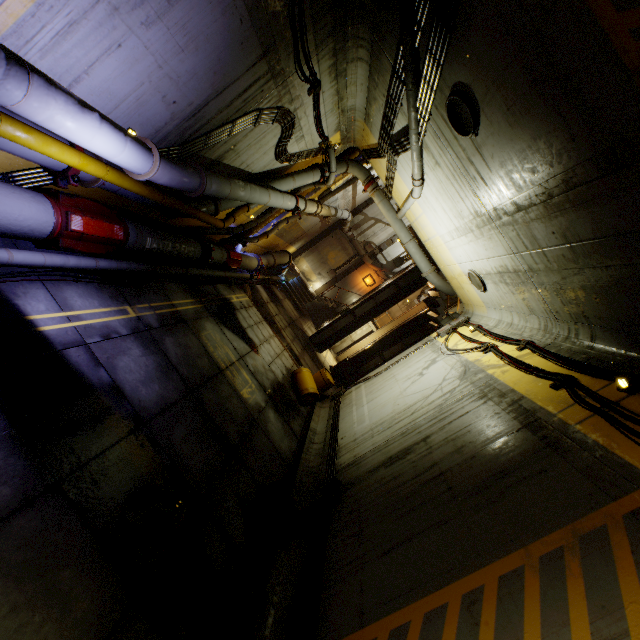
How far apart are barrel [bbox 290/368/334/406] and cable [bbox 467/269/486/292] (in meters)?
5.93

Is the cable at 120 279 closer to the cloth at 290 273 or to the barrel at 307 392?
the cloth at 290 273

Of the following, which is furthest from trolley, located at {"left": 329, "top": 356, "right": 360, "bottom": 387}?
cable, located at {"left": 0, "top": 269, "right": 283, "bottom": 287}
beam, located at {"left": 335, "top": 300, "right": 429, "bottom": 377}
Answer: cable, located at {"left": 0, "top": 269, "right": 283, "bottom": 287}

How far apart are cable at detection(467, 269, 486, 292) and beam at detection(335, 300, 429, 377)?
11.91m

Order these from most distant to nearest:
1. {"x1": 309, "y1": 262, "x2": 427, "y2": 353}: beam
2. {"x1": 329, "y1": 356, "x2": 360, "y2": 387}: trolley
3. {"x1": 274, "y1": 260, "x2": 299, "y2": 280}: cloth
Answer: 1. {"x1": 274, "y1": 260, "x2": 299, "y2": 280}: cloth
2. {"x1": 309, "y1": 262, "x2": 427, "y2": 353}: beam
3. {"x1": 329, "y1": 356, "x2": 360, "y2": 387}: trolley

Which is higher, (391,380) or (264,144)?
(264,144)

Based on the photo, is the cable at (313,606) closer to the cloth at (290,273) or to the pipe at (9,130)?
the pipe at (9,130)

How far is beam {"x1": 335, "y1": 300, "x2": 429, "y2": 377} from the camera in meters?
18.7 m
